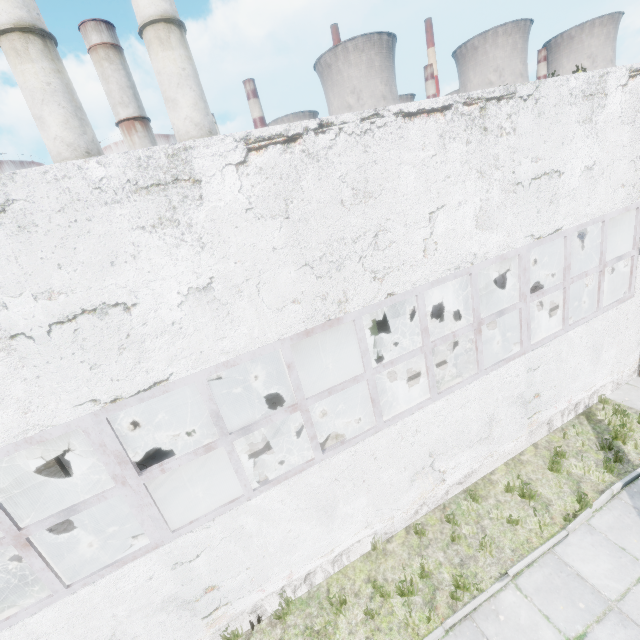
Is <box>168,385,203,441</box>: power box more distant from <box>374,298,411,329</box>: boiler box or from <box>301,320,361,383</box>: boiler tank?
<box>374,298,411,329</box>: boiler box

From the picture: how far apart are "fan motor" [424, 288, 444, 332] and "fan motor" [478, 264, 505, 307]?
2.4 meters

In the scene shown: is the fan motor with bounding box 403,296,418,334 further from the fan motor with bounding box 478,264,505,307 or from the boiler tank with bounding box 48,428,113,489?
the boiler tank with bounding box 48,428,113,489

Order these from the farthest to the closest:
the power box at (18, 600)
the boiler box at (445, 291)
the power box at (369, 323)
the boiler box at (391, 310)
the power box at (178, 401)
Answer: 1. the boiler box at (445, 291)
2. the boiler box at (391, 310)
3. the power box at (369, 323)
4. the power box at (178, 401)
5. the power box at (18, 600)

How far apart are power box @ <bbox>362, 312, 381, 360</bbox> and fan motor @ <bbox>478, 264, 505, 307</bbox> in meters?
6.1 m

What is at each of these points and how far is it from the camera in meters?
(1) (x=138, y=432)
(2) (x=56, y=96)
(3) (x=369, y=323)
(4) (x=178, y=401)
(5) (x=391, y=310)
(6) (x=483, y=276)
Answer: (1) boiler tank, 10.8
(2) chimney, 17.1
(3) power box, 13.3
(4) power box, 11.1
(5) boiler box, 16.3
(6) fan motor, 16.2

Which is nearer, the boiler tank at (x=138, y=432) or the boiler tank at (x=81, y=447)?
the boiler tank at (x=81, y=447)

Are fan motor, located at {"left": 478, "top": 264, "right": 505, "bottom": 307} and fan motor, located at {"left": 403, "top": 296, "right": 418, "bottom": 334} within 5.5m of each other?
yes
